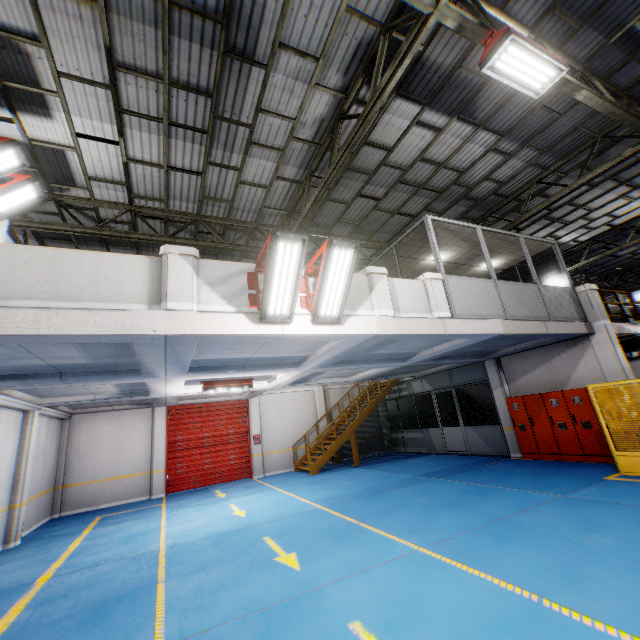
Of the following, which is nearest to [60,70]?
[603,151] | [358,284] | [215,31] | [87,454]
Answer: [215,31]

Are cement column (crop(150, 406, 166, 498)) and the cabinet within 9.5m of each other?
no

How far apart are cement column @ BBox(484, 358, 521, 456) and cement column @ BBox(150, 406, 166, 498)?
14.3 meters

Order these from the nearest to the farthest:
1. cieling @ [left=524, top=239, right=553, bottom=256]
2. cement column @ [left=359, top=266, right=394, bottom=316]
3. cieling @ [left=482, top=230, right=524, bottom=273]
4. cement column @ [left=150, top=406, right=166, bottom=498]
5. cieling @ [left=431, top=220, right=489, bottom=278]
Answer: cement column @ [left=359, top=266, right=394, bottom=316] → cieling @ [left=431, top=220, right=489, bottom=278] → cieling @ [left=482, top=230, right=524, bottom=273] → cieling @ [left=524, top=239, right=553, bottom=256] → cement column @ [left=150, top=406, right=166, bottom=498]

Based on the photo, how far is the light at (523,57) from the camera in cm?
527

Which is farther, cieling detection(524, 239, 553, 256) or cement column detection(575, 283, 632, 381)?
cieling detection(524, 239, 553, 256)

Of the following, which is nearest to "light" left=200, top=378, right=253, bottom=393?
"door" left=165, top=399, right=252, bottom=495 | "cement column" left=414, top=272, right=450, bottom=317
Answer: "door" left=165, top=399, right=252, bottom=495

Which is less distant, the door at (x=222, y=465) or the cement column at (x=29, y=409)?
the cement column at (x=29, y=409)
